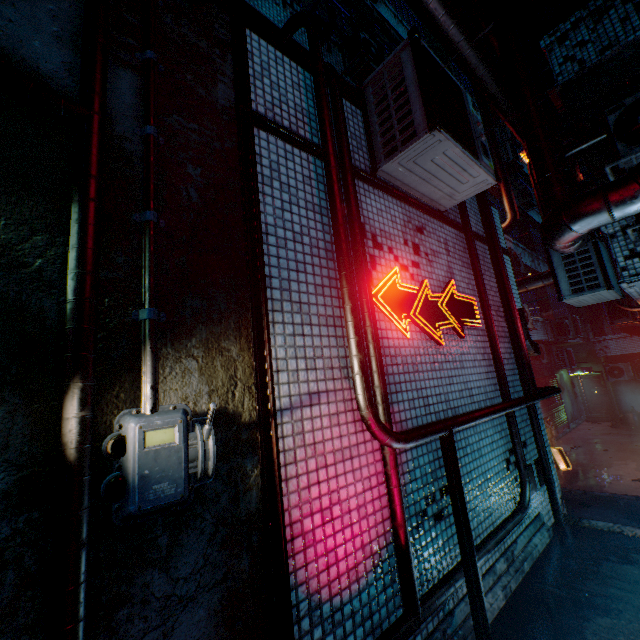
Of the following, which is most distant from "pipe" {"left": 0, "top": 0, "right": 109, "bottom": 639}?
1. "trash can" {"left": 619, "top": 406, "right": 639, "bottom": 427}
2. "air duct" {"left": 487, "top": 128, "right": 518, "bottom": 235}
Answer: "trash can" {"left": 619, "top": 406, "right": 639, "bottom": 427}

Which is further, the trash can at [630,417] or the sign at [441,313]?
the trash can at [630,417]

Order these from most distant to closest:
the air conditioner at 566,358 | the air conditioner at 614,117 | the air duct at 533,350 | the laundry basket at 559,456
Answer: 1. the air conditioner at 566,358
2. the laundry basket at 559,456
3. the air duct at 533,350
4. the air conditioner at 614,117

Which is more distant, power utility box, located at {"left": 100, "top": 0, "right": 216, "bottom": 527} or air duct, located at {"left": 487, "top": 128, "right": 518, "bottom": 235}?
air duct, located at {"left": 487, "top": 128, "right": 518, "bottom": 235}

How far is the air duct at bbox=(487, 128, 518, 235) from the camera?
9.7 meters

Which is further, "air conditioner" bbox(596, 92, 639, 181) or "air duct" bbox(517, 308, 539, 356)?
"air duct" bbox(517, 308, 539, 356)

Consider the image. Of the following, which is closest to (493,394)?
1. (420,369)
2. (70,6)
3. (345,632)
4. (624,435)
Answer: (420,369)

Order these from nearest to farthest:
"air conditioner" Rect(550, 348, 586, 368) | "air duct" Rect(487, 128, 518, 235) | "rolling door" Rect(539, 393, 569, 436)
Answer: "air duct" Rect(487, 128, 518, 235) → "rolling door" Rect(539, 393, 569, 436) → "air conditioner" Rect(550, 348, 586, 368)
